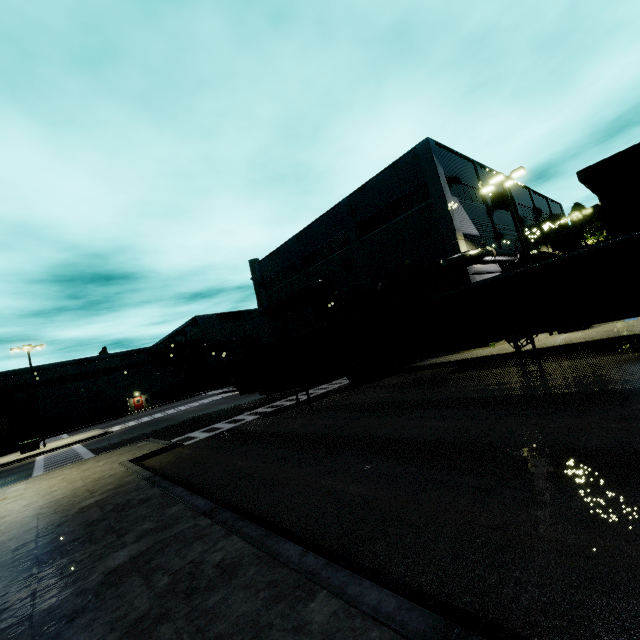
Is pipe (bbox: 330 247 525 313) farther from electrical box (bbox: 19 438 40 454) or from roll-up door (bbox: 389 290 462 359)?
electrical box (bbox: 19 438 40 454)

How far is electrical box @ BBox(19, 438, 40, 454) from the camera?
29.2 meters

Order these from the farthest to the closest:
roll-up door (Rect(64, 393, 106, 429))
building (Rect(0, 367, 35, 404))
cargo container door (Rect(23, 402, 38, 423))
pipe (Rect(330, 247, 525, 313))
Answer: roll-up door (Rect(64, 393, 106, 429)) < building (Rect(0, 367, 35, 404)) < cargo container door (Rect(23, 402, 38, 423)) < pipe (Rect(330, 247, 525, 313))

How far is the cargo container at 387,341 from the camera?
17.7 meters

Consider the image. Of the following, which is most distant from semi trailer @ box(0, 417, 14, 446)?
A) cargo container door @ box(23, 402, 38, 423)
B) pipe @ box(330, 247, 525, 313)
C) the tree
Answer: the tree

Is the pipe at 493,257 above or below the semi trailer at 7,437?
above

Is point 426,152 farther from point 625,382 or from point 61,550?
point 61,550

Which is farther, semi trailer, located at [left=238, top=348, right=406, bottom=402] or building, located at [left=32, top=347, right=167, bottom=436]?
building, located at [left=32, top=347, right=167, bottom=436]
